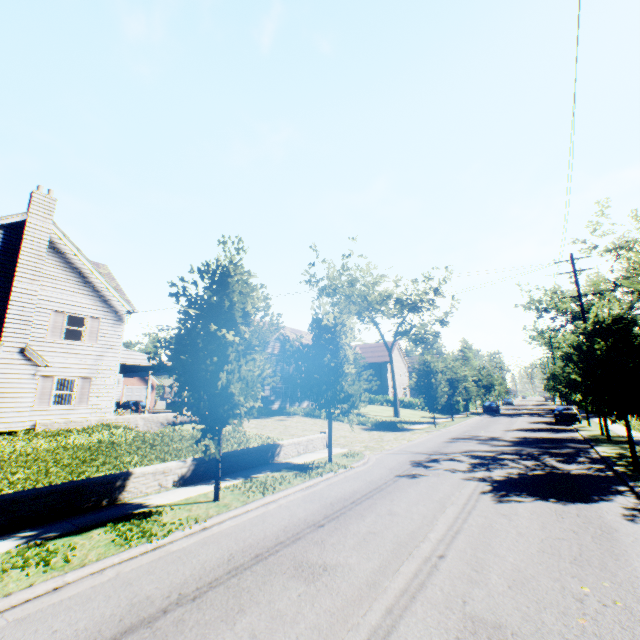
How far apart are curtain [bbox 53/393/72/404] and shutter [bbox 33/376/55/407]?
0.2m

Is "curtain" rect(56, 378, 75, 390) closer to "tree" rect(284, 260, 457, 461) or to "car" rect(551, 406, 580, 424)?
"tree" rect(284, 260, 457, 461)

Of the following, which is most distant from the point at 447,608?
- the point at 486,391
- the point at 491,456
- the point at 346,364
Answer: the point at 486,391

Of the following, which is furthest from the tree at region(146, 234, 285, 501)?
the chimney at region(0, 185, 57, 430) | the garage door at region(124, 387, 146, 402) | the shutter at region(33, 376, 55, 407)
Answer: the garage door at region(124, 387, 146, 402)

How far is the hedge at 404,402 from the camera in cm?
4733

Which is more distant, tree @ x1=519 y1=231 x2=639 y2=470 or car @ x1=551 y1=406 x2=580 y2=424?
car @ x1=551 y1=406 x2=580 y2=424

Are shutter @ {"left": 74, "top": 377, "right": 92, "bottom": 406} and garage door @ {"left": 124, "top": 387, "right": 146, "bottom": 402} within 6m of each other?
no

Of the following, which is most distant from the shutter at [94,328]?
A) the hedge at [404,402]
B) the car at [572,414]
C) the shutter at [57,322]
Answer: the hedge at [404,402]
